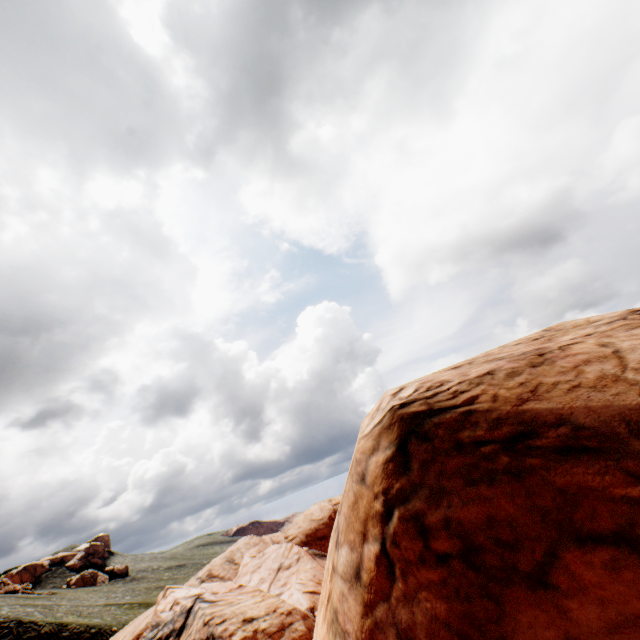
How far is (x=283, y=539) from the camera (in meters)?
29.12
